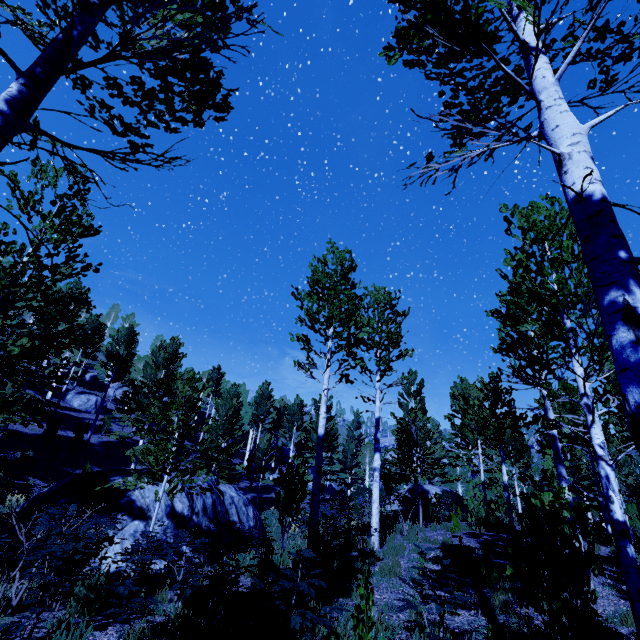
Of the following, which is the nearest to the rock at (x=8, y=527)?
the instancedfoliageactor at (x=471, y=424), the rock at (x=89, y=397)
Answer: the instancedfoliageactor at (x=471, y=424)

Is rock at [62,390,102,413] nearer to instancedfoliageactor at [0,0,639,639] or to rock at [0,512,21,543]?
instancedfoliageactor at [0,0,639,639]

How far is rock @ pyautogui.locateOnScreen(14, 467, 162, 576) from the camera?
9.3 meters

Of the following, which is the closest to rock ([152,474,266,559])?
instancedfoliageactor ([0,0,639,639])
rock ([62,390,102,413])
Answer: instancedfoliageactor ([0,0,639,639])

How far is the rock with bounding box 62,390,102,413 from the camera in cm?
3278

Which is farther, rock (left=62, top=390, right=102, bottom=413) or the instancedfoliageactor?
rock (left=62, top=390, right=102, bottom=413)

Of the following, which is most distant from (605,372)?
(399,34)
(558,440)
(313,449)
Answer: (313,449)
